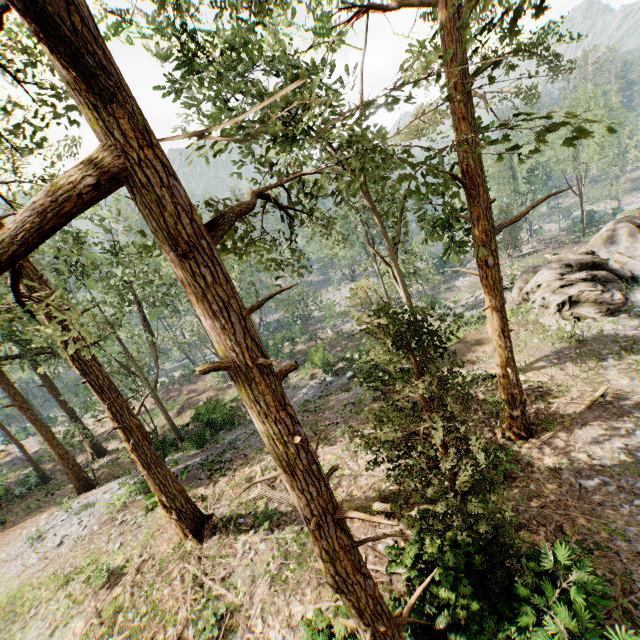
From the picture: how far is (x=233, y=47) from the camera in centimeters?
800cm

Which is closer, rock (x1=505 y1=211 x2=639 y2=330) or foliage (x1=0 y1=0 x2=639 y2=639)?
foliage (x1=0 y1=0 x2=639 y2=639)

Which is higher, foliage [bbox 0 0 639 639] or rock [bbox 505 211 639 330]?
foliage [bbox 0 0 639 639]

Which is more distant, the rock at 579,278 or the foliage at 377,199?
the rock at 579,278

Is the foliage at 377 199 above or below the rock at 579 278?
above
